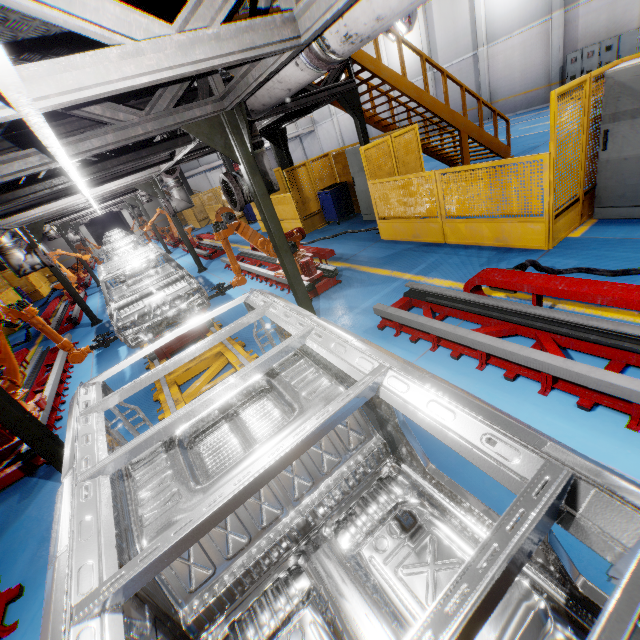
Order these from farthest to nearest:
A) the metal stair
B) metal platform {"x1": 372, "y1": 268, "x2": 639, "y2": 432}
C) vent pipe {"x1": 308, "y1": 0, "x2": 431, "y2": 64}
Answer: the metal stair, metal platform {"x1": 372, "y1": 268, "x2": 639, "y2": 432}, vent pipe {"x1": 308, "y1": 0, "x2": 431, "y2": 64}

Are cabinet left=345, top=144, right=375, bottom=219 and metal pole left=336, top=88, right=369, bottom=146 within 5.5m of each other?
yes

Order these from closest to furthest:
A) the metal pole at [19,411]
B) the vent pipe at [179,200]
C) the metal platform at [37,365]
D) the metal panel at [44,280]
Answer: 1. the metal pole at [19,411]
2. the metal platform at [37,365]
3. the vent pipe at [179,200]
4. the metal panel at [44,280]

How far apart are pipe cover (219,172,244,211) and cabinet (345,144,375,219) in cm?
500

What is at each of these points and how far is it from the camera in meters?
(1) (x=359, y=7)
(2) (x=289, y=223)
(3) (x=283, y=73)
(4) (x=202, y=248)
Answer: (1) vent pipe, 2.2
(2) metal panel, 12.3
(3) vent pipe, 3.2
(4) metal platform, 16.1

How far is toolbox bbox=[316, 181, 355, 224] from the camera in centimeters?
1087cm

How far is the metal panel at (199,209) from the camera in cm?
1863

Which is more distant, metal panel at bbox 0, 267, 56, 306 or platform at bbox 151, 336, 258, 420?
metal panel at bbox 0, 267, 56, 306
